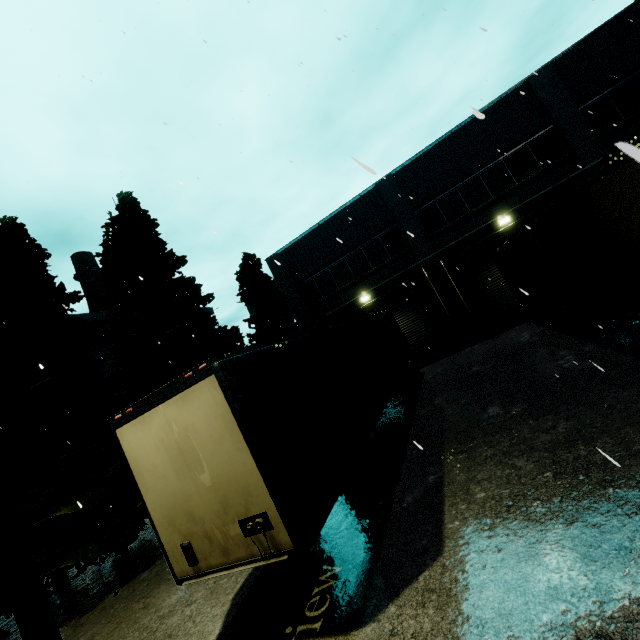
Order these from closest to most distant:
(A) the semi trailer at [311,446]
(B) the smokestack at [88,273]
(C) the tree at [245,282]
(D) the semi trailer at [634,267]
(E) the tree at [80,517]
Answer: (A) the semi trailer at [311,446], (D) the semi trailer at [634,267], (E) the tree at [80,517], (C) the tree at [245,282], (B) the smokestack at [88,273]

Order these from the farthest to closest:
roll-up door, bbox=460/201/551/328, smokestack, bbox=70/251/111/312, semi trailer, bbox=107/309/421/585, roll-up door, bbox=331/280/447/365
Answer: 1. smokestack, bbox=70/251/111/312
2. roll-up door, bbox=331/280/447/365
3. roll-up door, bbox=460/201/551/328
4. semi trailer, bbox=107/309/421/585

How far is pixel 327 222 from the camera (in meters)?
19.00

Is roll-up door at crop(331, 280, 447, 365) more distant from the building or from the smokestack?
the smokestack

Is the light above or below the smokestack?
below

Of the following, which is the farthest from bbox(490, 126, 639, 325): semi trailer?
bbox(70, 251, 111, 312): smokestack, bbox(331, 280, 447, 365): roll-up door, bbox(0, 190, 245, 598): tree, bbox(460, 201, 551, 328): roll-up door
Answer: bbox(70, 251, 111, 312): smokestack

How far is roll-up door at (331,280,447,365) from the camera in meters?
17.6 m

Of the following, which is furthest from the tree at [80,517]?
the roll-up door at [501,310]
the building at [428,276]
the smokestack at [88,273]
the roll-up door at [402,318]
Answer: the roll-up door at [501,310]
